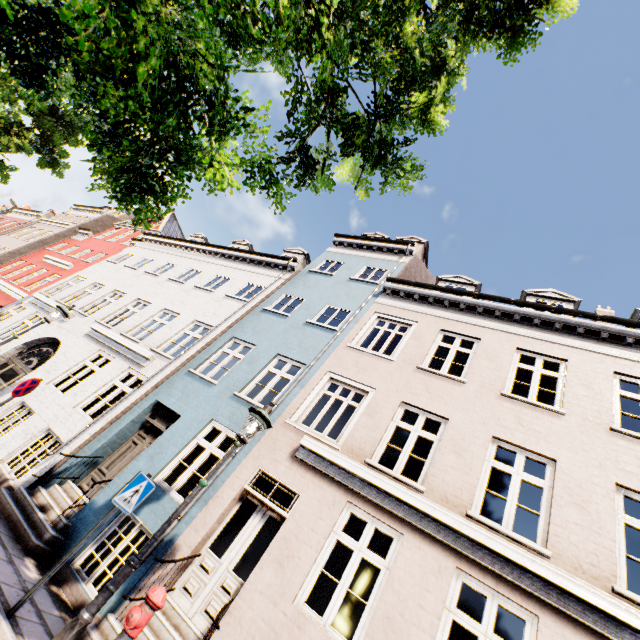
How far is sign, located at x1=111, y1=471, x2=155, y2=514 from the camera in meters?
4.7

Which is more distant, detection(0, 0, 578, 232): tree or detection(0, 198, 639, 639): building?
detection(0, 198, 639, 639): building

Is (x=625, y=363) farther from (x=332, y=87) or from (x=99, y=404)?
(x=99, y=404)

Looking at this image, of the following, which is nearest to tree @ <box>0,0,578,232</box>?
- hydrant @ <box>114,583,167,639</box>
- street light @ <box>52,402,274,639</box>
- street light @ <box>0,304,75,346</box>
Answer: street light @ <box>52,402,274,639</box>

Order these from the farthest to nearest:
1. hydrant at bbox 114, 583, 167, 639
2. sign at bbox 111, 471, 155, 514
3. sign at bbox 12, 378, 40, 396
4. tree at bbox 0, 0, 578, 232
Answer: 1. sign at bbox 12, 378, 40, 396
2. sign at bbox 111, 471, 155, 514
3. hydrant at bbox 114, 583, 167, 639
4. tree at bbox 0, 0, 578, 232

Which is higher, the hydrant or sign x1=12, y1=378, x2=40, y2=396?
sign x1=12, y1=378, x2=40, y2=396

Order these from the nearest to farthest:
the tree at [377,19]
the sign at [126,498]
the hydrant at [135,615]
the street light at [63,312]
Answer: the tree at [377,19]
the hydrant at [135,615]
the sign at [126,498]
the street light at [63,312]

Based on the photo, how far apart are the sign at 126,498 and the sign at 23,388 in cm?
413
